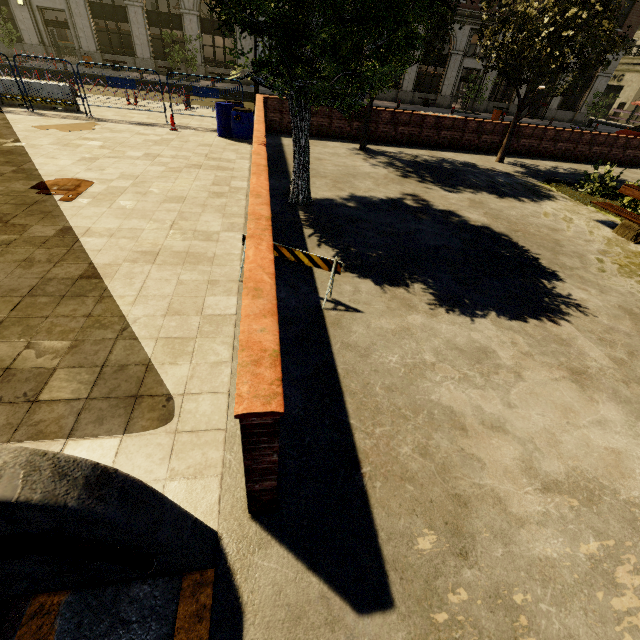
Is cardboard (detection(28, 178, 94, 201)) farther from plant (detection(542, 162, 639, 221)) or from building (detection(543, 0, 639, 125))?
building (detection(543, 0, 639, 125))

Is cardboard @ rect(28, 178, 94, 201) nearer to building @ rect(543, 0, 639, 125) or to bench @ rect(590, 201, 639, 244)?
bench @ rect(590, 201, 639, 244)

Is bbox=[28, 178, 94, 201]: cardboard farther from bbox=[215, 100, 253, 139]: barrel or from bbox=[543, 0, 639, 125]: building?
bbox=[543, 0, 639, 125]: building

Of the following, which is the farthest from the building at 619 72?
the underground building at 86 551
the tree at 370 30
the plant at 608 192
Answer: the underground building at 86 551

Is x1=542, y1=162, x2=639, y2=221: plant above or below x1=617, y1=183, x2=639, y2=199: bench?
below

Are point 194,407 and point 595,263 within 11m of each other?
yes

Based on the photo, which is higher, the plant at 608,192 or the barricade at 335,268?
the barricade at 335,268

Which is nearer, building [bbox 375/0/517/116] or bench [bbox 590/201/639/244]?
bench [bbox 590/201/639/244]
